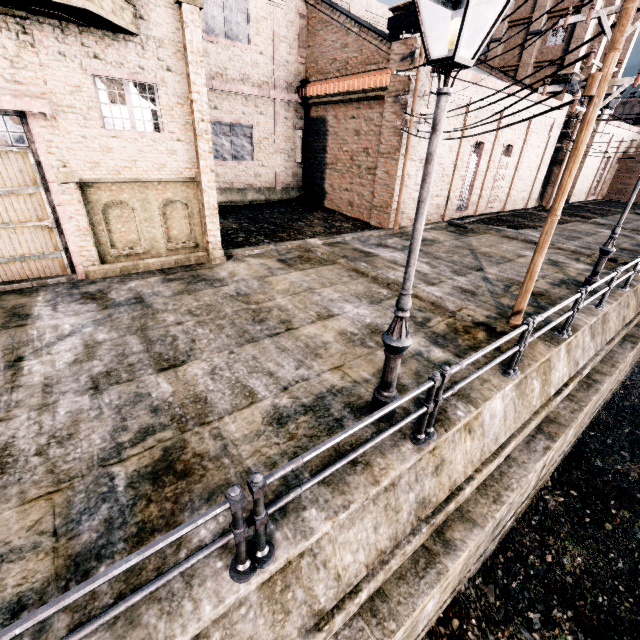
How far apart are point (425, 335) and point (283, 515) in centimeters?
567cm

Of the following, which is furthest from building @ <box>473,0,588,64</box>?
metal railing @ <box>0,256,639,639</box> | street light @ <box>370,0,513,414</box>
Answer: street light @ <box>370,0,513,414</box>

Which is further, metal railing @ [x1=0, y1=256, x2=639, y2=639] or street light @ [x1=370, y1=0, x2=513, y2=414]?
street light @ [x1=370, y1=0, x2=513, y2=414]

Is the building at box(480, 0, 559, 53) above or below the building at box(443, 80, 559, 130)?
above

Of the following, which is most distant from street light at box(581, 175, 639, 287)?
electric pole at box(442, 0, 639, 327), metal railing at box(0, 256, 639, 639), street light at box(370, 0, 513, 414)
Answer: street light at box(370, 0, 513, 414)

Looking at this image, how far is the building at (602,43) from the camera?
19.58m

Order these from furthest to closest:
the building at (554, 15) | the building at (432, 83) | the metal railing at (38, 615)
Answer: the building at (554, 15), the building at (432, 83), the metal railing at (38, 615)
